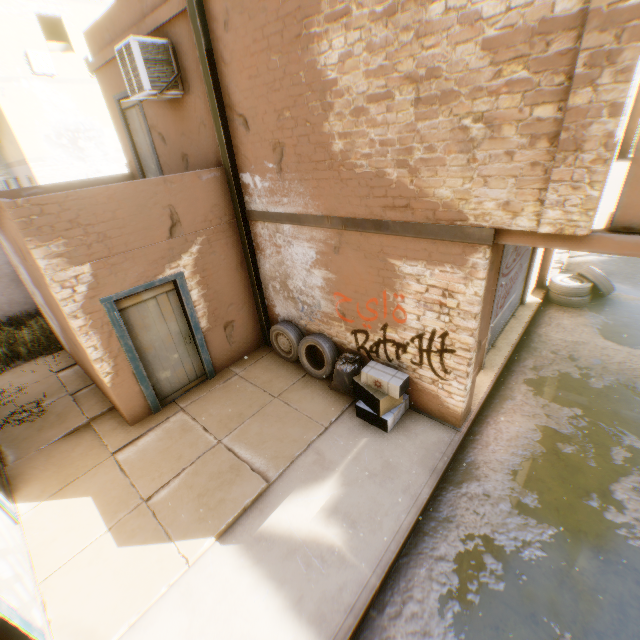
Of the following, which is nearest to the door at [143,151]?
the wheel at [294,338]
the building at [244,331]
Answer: the building at [244,331]

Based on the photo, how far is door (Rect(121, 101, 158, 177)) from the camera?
7.9 meters

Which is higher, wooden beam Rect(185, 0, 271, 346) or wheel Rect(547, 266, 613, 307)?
wooden beam Rect(185, 0, 271, 346)

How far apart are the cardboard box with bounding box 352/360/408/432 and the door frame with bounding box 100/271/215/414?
1.7 meters

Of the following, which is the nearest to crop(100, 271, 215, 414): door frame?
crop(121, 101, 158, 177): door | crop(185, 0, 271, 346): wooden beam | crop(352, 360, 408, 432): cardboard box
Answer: crop(185, 0, 271, 346): wooden beam

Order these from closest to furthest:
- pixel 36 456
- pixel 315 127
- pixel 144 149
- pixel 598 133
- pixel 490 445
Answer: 1. pixel 598 133
2. pixel 315 127
3. pixel 490 445
4. pixel 36 456
5. pixel 144 149

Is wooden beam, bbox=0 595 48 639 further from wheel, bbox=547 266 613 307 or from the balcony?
wheel, bbox=547 266 613 307

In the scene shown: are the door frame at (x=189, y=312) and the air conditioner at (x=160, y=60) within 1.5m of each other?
no
